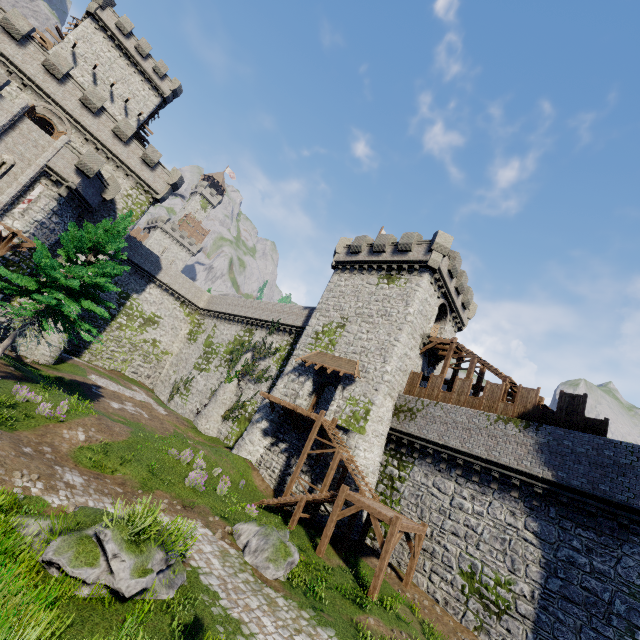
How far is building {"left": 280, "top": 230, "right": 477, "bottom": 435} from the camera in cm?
2336

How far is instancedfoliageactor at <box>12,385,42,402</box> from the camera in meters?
15.0 m

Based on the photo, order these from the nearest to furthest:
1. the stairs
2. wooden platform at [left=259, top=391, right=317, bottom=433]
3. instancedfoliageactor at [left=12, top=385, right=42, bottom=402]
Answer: the stairs
instancedfoliageactor at [left=12, top=385, right=42, bottom=402]
wooden platform at [left=259, top=391, right=317, bottom=433]

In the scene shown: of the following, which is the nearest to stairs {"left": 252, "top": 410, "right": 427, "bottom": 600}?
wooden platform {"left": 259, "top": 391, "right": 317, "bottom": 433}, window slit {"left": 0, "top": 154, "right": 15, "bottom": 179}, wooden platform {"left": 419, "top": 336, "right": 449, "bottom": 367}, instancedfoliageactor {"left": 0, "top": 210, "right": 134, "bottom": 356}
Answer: wooden platform {"left": 259, "top": 391, "right": 317, "bottom": 433}

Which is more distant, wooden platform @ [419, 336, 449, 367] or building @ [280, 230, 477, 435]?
wooden platform @ [419, 336, 449, 367]

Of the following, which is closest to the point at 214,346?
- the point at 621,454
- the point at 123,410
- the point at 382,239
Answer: the point at 123,410

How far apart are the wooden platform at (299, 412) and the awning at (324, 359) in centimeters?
309cm

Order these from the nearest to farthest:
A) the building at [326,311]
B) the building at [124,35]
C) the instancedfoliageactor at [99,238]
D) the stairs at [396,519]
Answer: the stairs at [396,519]
the instancedfoliageactor at [99,238]
the building at [326,311]
the building at [124,35]
